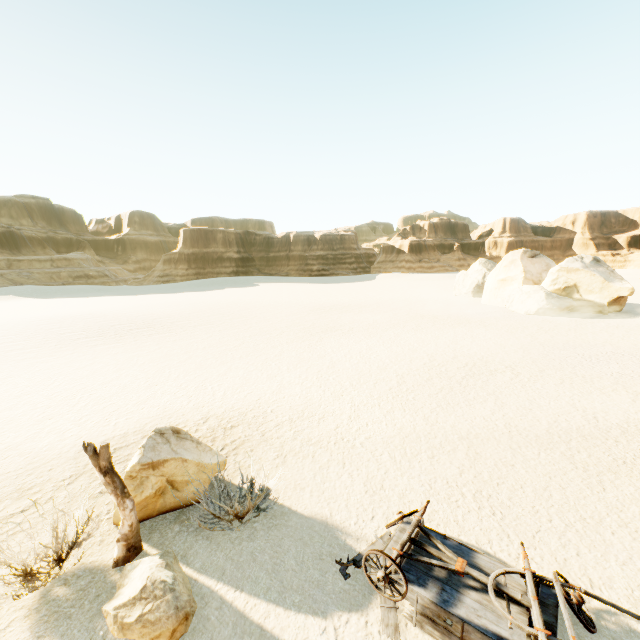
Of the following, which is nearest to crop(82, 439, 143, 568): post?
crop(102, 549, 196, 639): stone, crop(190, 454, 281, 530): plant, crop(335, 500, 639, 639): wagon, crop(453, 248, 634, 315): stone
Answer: crop(102, 549, 196, 639): stone

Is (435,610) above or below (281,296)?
above

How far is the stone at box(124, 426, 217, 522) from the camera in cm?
633

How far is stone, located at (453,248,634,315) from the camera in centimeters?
2602cm

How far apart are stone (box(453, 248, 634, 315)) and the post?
33.6 meters

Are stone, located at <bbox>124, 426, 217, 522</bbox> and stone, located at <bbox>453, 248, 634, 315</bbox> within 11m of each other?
no

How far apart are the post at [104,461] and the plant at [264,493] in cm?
89

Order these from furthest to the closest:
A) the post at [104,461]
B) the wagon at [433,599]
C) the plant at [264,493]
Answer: the plant at [264,493]
the post at [104,461]
the wagon at [433,599]
